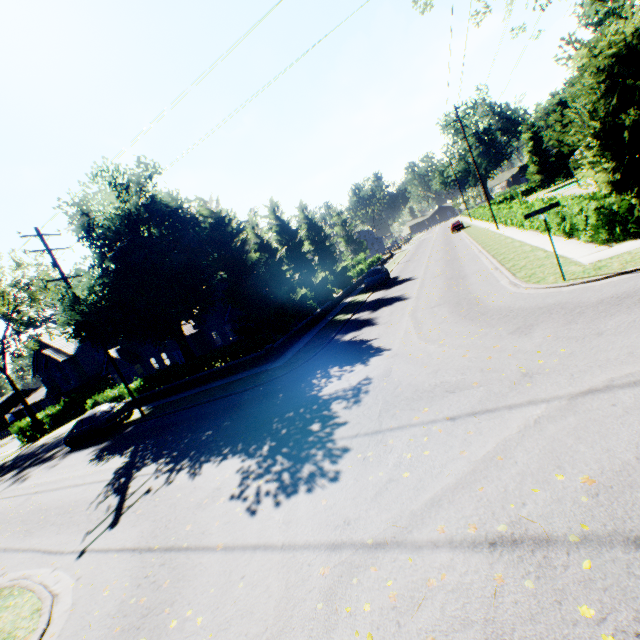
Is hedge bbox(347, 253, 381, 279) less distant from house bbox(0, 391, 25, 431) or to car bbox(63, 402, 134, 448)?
car bbox(63, 402, 134, 448)

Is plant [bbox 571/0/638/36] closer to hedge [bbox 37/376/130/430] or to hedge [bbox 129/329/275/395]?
hedge [bbox 37/376/130/430]

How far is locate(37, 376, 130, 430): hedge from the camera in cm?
2523

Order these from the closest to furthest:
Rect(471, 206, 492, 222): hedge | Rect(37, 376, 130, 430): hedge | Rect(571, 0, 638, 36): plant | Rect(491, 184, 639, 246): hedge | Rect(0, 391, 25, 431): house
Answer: Rect(491, 184, 639, 246): hedge, Rect(37, 376, 130, 430): hedge, Rect(471, 206, 492, 222): hedge, Rect(571, 0, 638, 36): plant, Rect(0, 391, 25, 431): house

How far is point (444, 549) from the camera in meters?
3.9 m

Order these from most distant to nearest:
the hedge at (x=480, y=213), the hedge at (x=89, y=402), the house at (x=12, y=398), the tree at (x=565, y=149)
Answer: the house at (x=12, y=398) → the hedge at (x=480, y=213) → the hedge at (x=89, y=402) → the tree at (x=565, y=149)

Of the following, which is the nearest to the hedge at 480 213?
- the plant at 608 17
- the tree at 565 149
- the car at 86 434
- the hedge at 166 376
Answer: the tree at 565 149
